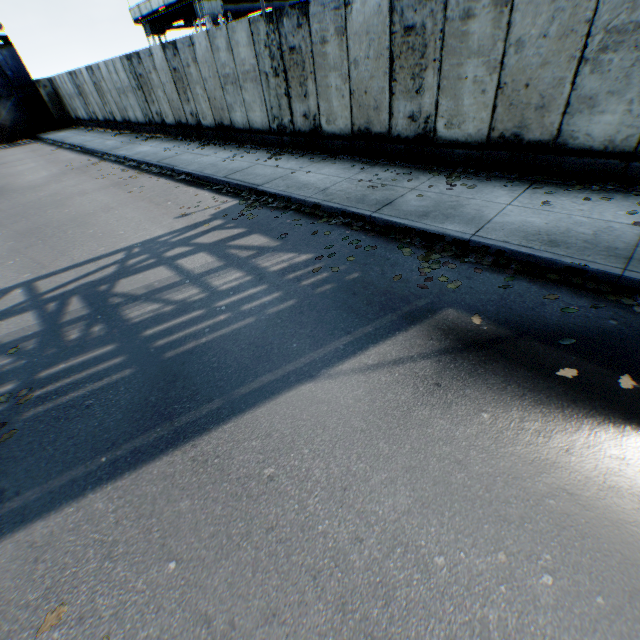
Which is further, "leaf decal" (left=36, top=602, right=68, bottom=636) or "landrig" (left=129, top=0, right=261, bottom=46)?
"landrig" (left=129, top=0, right=261, bottom=46)

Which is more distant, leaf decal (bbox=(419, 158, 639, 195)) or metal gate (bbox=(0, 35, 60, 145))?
metal gate (bbox=(0, 35, 60, 145))

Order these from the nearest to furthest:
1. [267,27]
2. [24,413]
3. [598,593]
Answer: [598,593], [24,413], [267,27]

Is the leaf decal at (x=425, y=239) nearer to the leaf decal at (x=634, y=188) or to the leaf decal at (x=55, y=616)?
the leaf decal at (x=634, y=188)

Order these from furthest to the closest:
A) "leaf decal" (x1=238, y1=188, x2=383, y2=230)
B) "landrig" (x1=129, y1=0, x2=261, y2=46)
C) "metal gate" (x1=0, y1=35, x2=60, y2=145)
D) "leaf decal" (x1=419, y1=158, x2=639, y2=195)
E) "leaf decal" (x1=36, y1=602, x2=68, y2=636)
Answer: "metal gate" (x1=0, y1=35, x2=60, y2=145)
"landrig" (x1=129, y1=0, x2=261, y2=46)
"leaf decal" (x1=238, y1=188, x2=383, y2=230)
"leaf decal" (x1=419, y1=158, x2=639, y2=195)
"leaf decal" (x1=36, y1=602, x2=68, y2=636)

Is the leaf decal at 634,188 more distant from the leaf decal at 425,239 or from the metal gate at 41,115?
the metal gate at 41,115

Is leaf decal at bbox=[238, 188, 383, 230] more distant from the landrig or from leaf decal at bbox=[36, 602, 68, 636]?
the landrig

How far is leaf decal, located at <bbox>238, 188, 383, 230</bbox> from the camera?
6.2 meters
